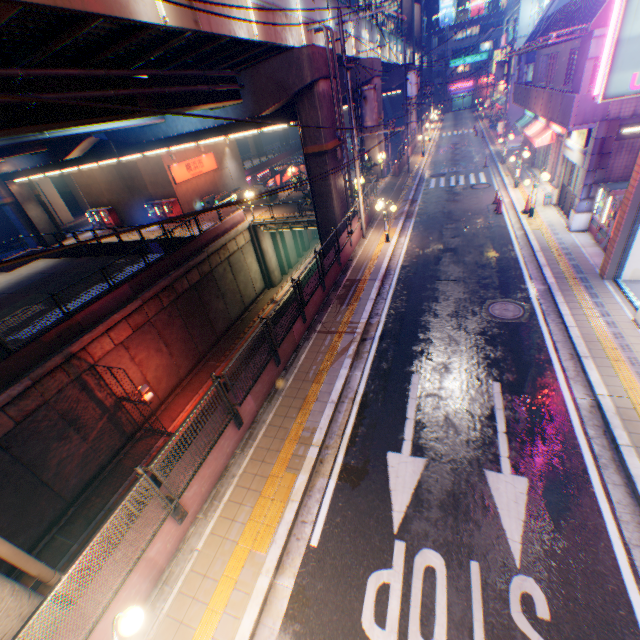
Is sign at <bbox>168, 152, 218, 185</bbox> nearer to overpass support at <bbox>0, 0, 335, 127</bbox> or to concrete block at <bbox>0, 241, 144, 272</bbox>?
overpass support at <bbox>0, 0, 335, 127</bbox>

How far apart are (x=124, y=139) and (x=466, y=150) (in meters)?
33.53

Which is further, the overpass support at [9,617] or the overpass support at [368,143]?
the overpass support at [368,143]

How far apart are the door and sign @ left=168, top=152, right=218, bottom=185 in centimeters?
2898cm

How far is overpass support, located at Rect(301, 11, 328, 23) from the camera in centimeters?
1570cm

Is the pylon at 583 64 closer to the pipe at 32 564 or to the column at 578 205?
the column at 578 205

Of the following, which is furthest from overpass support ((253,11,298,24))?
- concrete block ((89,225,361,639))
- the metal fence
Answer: concrete block ((89,225,361,639))

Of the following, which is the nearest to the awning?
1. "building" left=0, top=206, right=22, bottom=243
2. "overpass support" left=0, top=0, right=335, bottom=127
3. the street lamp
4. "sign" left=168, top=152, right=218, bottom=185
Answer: "overpass support" left=0, top=0, right=335, bottom=127
